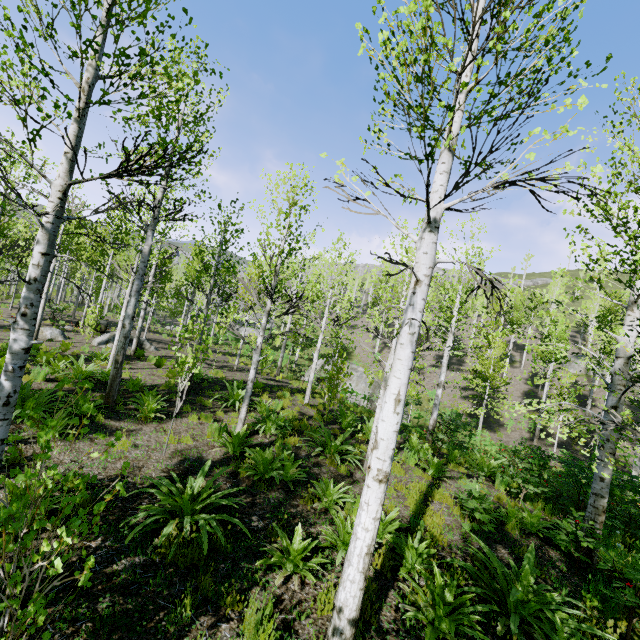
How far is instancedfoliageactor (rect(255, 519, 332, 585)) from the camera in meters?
4.2

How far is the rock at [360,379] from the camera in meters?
24.5

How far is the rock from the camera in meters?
24.5

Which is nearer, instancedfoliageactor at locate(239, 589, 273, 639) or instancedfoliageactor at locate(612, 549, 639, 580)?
instancedfoliageactor at locate(239, 589, 273, 639)

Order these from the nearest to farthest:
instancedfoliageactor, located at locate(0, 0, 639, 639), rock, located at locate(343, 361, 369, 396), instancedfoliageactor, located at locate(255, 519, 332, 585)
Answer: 1. instancedfoliageactor, located at locate(0, 0, 639, 639)
2. instancedfoliageactor, located at locate(255, 519, 332, 585)
3. rock, located at locate(343, 361, 369, 396)

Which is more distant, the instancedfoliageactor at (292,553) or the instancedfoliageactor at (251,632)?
the instancedfoliageactor at (292,553)

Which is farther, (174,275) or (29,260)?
(29,260)
